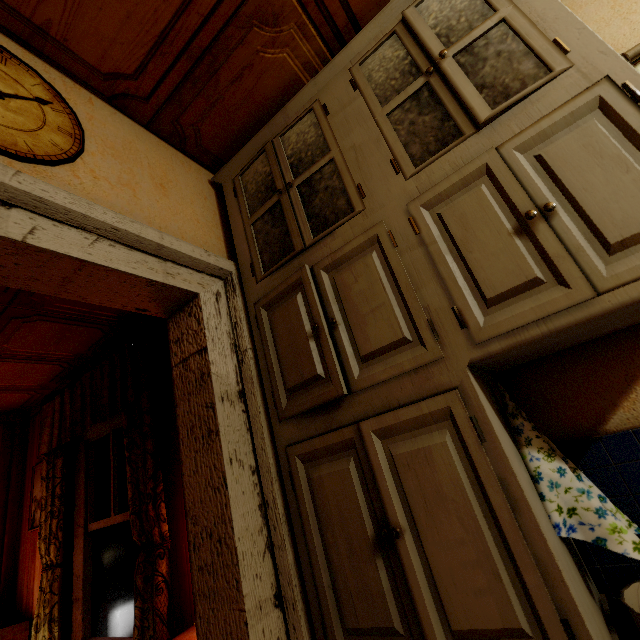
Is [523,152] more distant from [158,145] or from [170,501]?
[170,501]

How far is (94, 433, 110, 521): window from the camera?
2.65m

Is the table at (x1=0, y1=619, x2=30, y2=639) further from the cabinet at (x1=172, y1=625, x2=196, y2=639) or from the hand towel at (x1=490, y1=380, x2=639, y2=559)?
the hand towel at (x1=490, y1=380, x2=639, y2=559)

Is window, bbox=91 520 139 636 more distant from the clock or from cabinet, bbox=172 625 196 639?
the clock

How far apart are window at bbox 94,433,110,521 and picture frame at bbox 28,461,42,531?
0.85m

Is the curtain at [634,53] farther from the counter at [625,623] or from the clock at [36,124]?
the clock at [36,124]

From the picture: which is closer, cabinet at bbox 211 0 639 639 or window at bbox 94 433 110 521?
cabinet at bbox 211 0 639 639

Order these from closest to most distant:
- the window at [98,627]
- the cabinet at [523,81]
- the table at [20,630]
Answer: the cabinet at [523,81] → the window at [98,627] → the table at [20,630]
